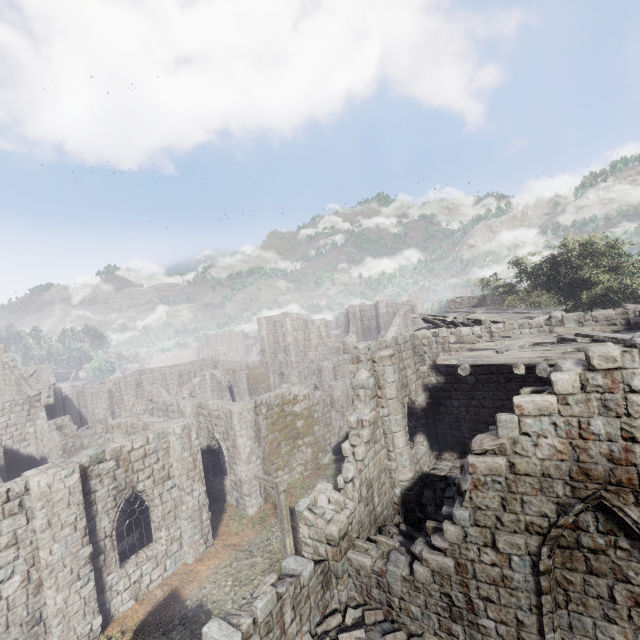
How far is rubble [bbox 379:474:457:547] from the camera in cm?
1065

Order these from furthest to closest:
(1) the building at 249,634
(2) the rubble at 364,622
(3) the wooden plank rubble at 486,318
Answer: (3) the wooden plank rubble at 486,318 → (2) the rubble at 364,622 → (1) the building at 249,634

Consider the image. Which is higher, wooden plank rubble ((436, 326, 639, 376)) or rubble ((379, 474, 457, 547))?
wooden plank rubble ((436, 326, 639, 376))

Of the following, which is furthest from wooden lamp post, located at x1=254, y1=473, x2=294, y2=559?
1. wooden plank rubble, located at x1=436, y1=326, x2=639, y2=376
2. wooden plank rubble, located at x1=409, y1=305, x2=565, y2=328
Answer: wooden plank rubble, located at x1=409, y1=305, x2=565, y2=328

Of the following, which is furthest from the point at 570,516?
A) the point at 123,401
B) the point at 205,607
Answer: the point at 123,401

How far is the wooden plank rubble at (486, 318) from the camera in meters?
16.7 m

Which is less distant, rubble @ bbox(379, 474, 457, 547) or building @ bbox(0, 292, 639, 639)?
building @ bbox(0, 292, 639, 639)

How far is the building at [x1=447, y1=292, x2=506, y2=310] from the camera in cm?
3152
